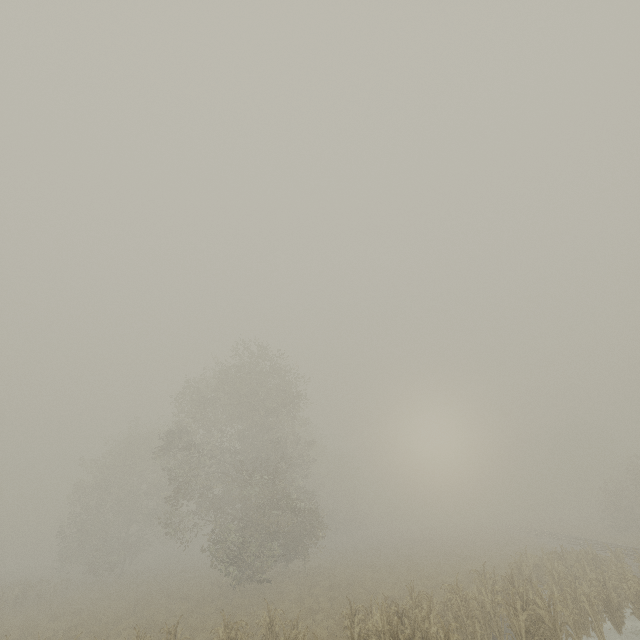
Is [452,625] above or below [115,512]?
below
